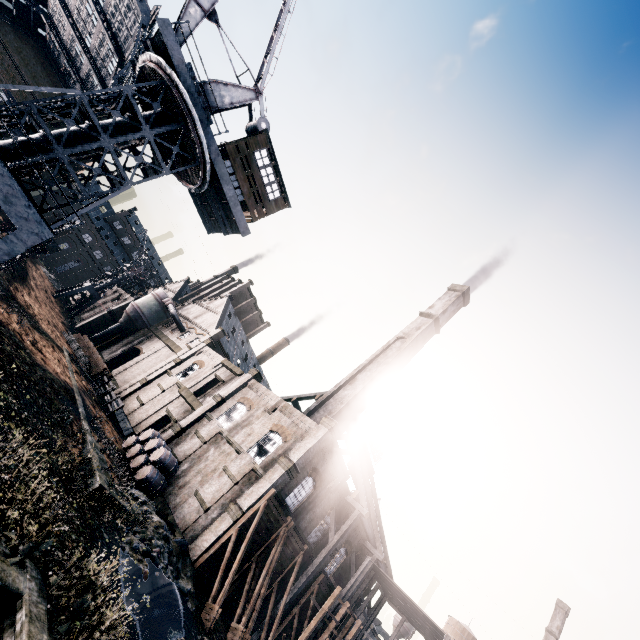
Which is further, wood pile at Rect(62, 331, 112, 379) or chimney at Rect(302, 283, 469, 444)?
wood pile at Rect(62, 331, 112, 379)

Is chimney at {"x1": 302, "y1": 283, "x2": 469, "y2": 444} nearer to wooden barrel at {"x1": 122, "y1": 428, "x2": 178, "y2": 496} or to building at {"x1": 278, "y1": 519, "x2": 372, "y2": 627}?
building at {"x1": 278, "y1": 519, "x2": 372, "y2": 627}

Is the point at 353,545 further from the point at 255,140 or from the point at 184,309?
the point at 184,309

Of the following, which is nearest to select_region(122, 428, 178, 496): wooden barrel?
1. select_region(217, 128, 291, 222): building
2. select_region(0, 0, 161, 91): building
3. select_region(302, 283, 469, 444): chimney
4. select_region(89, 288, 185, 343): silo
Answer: select_region(0, 0, 161, 91): building

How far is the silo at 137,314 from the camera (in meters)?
49.63

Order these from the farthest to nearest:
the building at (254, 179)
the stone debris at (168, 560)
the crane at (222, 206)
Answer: the building at (254, 179)
the stone debris at (168, 560)
the crane at (222, 206)

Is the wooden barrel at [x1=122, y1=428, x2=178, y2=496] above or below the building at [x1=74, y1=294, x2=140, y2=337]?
below

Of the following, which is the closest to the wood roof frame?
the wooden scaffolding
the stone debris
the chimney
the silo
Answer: the wooden scaffolding
